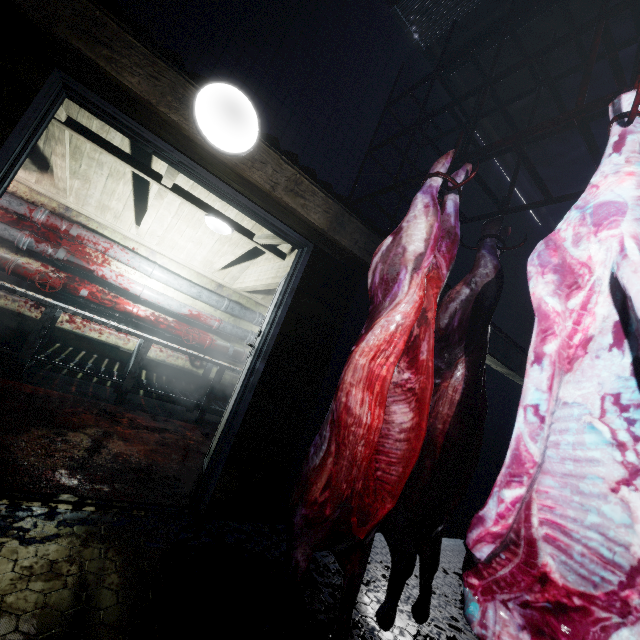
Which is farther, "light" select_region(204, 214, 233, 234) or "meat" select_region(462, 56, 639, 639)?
"light" select_region(204, 214, 233, 234)

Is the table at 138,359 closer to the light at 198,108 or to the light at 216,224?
the light at 216,224

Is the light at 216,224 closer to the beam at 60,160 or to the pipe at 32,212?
the beam at 60,160

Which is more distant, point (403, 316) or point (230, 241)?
point (230, 241)

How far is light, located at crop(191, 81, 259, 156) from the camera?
1.5m

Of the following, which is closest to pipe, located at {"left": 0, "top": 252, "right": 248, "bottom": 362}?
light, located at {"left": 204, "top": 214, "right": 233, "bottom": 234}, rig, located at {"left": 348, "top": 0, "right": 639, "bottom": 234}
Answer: light, located at {"left": 204, "top": 214, "right": 233, "bottom": 234}

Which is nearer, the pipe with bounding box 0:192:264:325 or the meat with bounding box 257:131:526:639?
the meat with bounding box 257:131:526:639

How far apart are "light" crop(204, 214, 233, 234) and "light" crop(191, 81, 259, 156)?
1.85m
